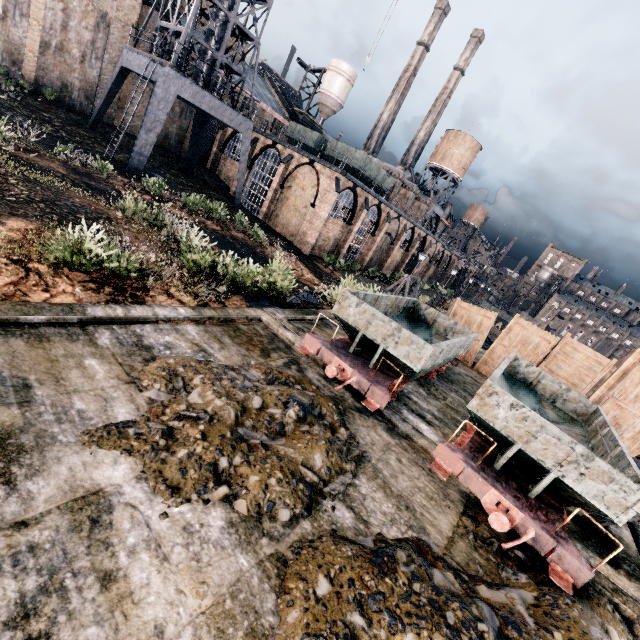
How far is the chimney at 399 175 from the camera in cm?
4356

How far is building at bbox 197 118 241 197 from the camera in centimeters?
3834cm

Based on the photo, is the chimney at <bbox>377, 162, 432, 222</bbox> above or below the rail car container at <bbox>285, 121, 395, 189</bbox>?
above

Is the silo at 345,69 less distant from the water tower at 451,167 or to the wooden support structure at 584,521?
the water tower at 451,167

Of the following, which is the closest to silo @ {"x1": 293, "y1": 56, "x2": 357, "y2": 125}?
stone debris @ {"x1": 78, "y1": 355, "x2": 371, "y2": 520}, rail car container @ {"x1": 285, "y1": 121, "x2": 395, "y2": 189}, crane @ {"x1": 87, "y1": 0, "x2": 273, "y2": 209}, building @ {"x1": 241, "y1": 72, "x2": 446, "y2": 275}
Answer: building @ {"x1": 241, "y1": 72, "x2": 446, "y2": 275}

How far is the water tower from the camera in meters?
54.2 m

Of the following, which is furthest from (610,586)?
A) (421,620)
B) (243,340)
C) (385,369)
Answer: (243,340)

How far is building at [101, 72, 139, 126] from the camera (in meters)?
31.23
